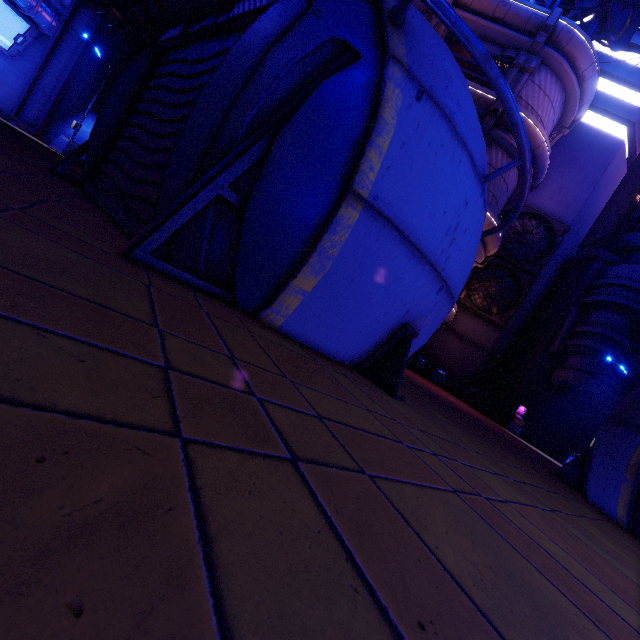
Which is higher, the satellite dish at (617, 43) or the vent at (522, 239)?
the satellite dish at (617, 43)

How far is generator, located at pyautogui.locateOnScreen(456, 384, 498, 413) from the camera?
22.02m

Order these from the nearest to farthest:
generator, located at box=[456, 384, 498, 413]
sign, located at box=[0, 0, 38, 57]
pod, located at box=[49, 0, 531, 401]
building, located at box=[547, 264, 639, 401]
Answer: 1. pod, located at box=[49, 0, 531, 401]
2. building, located at box=[547, 264, 639, 401]
3. generator, located at box=[456, 384, 498, 413]
4. sign, located at box=[0, 0, 38, 57]

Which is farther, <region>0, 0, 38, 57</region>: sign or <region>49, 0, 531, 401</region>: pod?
<region>0, 0, 38, 57</region>: sign

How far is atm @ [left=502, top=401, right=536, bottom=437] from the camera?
19.73m

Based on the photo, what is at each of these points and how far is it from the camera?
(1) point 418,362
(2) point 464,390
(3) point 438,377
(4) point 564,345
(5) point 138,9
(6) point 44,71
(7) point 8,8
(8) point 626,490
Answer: (1) trash can, 23.3m
(2) generator, 22.4m
(3) trash can, 23.1m
(4) building, 19.8m
(5) walkway, 16.9m
(6) tunnel, 19.9m
(7) sign, 23.5m
(8) pod, 5.8m

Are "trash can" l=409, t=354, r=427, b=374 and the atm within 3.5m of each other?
no

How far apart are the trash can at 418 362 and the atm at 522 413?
5.8m
